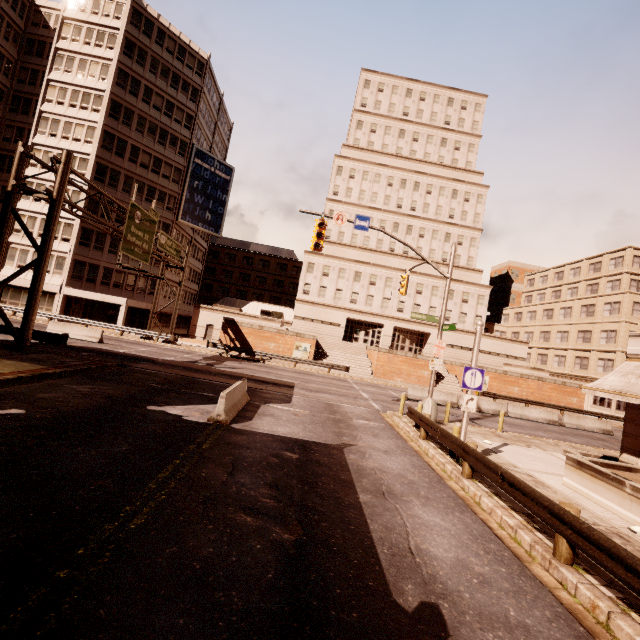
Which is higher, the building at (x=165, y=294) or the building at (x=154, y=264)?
the building at (x=154, y=264)

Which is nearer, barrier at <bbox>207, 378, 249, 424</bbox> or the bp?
barrier at <bbox>207, 378, 249, 424</bbox>

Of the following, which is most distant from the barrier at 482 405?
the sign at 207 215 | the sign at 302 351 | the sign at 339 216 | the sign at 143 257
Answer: the sign at 207 215

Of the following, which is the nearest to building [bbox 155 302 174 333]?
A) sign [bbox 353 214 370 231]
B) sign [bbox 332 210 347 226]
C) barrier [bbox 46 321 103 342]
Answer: Result: barrier [bbox 46 321 103 342]

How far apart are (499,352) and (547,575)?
47.1m

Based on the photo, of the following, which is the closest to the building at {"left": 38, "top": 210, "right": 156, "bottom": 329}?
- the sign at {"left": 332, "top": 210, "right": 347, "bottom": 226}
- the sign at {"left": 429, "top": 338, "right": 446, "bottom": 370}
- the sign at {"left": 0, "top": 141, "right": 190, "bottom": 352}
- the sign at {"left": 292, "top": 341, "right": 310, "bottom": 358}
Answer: the sign at {"left": 0, "top": 141, "right": 190, "bottom": 352}

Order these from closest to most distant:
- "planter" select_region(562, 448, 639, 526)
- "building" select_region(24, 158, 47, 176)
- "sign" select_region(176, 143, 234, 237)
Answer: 1. "planter" select_region(562, 448, 639, 526)
2. "building" select_region(24, 158, 47, 176)
3. "sign" select_region(176, 143, 234, 237)

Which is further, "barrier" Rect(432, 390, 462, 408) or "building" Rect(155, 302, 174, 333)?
"building" Rect(155, 302, 174, 333)
